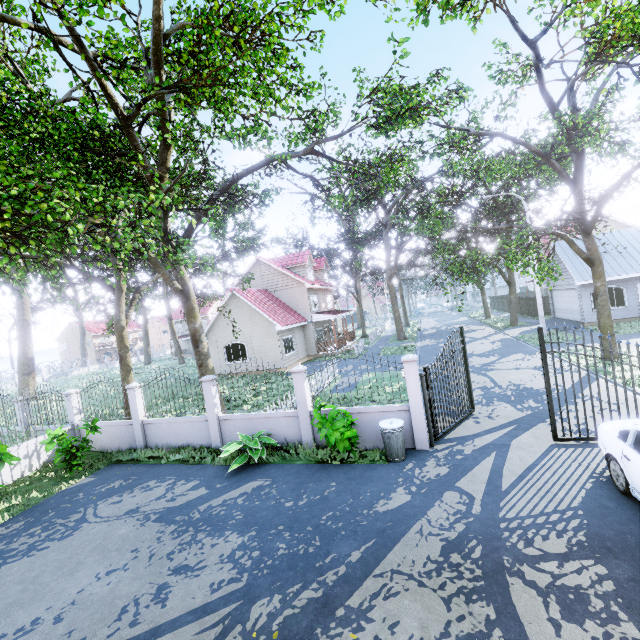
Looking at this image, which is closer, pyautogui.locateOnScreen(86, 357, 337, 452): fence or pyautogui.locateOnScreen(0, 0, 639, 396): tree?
pyautogui.locateOnScreen(0, 0, 639, 396): tree

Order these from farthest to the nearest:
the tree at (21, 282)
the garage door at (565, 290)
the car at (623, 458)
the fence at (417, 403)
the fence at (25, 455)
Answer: the garage door at (565, 290), the fence at (25, 455), the fence at (417, 403), the tree at (21, 282), the car at (623, 458)

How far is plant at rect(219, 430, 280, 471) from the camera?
9.0m

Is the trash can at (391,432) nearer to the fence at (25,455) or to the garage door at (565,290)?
the fence at (25,455)

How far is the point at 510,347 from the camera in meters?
20.5

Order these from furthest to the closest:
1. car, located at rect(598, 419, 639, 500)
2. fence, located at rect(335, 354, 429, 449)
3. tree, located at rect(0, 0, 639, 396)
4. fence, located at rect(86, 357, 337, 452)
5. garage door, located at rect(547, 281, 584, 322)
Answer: garage door, located at rect(547, 281, 584, 322)
fence, located at rect(86, 357, 337, 452)
fence, located at rect(335, 354, 429, 449)
tree, located at rect(0, 0, 639, 396)
car, located at rect(598, 419, 639, 500)

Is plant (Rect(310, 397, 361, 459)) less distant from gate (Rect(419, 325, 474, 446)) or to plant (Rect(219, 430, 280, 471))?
plant (Rect(219, 430, 280, 471))

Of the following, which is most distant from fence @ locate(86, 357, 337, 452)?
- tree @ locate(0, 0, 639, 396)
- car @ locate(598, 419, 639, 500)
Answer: car @ locate(598, 419, 639, 500)
